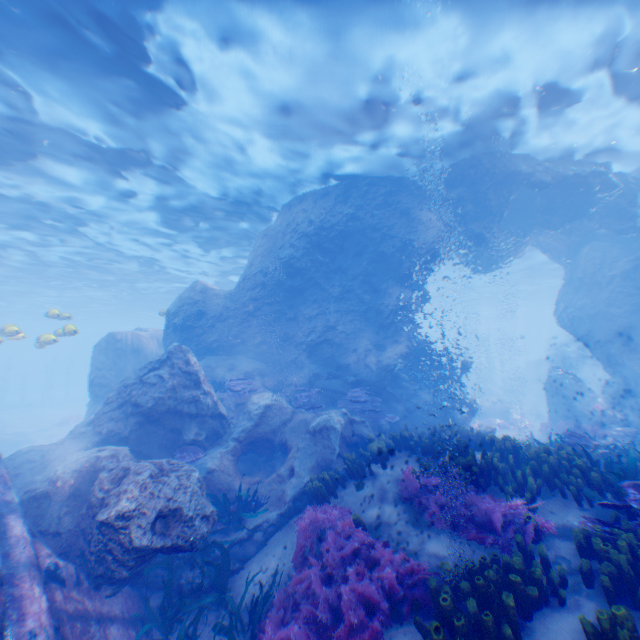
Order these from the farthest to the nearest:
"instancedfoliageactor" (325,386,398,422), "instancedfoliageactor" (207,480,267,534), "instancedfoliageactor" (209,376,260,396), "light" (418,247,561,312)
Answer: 1. "light" (418,247,561,312)
2. "instancedfoliageactor" (209,376,260,396)
3. "instancedfoliageactor" (325,386,398,422)
4. "instancedfoliageactor" (207,480,267,534)

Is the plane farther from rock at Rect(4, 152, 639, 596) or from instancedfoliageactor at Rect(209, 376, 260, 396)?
instancedfoliageactor at Rect(209, 376, 260, 396)

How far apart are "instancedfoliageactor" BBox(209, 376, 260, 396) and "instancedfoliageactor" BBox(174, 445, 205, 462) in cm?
302

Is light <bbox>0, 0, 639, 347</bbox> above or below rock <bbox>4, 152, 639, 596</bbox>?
above

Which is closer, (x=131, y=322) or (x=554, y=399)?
(x=554, y=399)

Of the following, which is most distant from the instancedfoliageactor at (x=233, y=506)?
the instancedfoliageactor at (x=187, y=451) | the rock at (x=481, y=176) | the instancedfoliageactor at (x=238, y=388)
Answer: the instancedfoliageactor at (x=238, y=388)

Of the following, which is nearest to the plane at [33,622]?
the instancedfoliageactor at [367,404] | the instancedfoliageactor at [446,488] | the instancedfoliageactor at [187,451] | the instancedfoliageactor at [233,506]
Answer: the instancedfoliageactor at [446,488]

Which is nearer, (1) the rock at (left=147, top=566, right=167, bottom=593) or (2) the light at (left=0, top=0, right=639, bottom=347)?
Answer: (1) the rock at (left=147, top=566, right=167, bottom=593)
